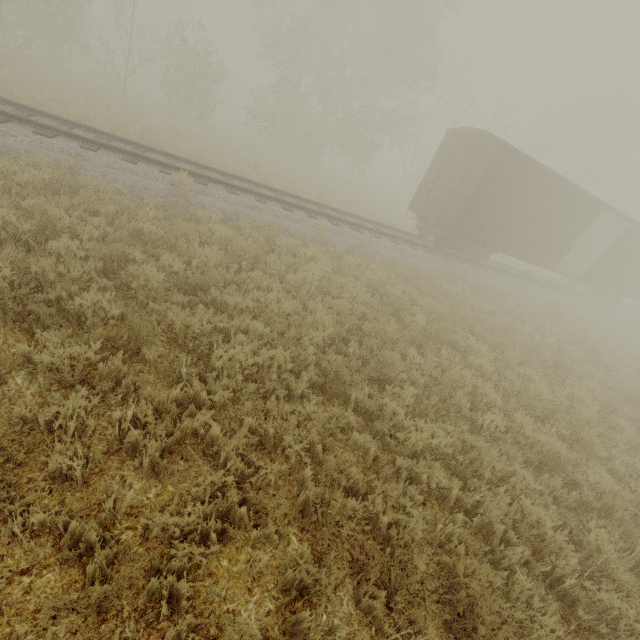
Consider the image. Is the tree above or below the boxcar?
above

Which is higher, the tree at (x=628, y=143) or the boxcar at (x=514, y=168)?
the tree at (x=628, y=143)

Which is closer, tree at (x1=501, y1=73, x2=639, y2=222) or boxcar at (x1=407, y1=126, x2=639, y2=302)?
boxcar at (x1=407, y1=126, x2=639, y2=302)

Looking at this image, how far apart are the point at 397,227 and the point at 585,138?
28.3 meters

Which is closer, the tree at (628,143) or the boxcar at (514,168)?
the boxcar at (514,168)
